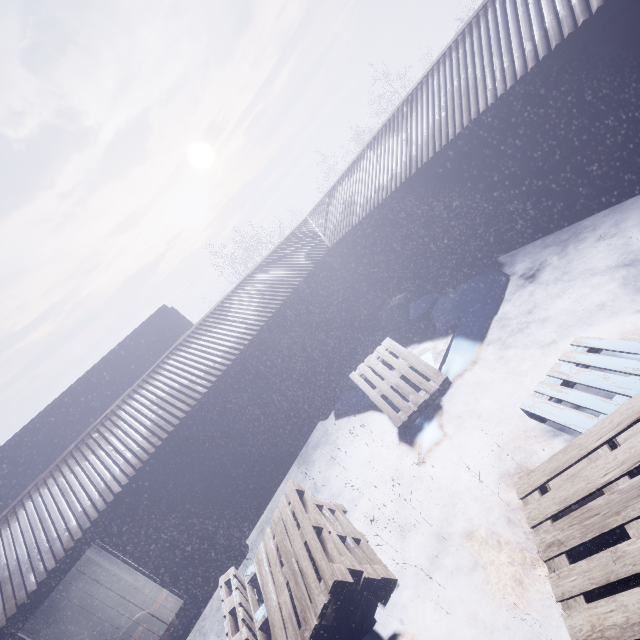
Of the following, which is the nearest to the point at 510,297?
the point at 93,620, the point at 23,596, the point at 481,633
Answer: the point at 481,633

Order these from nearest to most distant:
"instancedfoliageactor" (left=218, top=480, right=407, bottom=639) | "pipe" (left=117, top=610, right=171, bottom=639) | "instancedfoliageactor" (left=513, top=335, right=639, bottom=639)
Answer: "instancedfoliageactor" (left=513, top=335, right=639, bottom=639)
"instancedfoliageactor" (left=218, top=480, right=407, bottom=639)
"pipe" (left=117, top=610, right=171, bottom=639)

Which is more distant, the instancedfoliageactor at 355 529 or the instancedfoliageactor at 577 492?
the instancedfoliageactor at 355 529

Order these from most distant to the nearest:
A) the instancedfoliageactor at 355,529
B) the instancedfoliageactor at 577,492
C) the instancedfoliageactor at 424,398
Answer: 1. the instancedfoliageactor at 424,398
2. the instancedfoliageactor at 355,529
3. the instancedfoliageactor at 577,492

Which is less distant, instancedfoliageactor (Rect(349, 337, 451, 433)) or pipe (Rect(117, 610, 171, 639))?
instancedfoliageactor (Rect(349, 337, 451, 433))

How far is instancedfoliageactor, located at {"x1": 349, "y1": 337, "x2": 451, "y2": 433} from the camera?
4.5 meters

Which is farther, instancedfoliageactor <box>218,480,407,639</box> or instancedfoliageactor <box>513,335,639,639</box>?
instancedfoliageactor <box>218,480,407,639</box>
